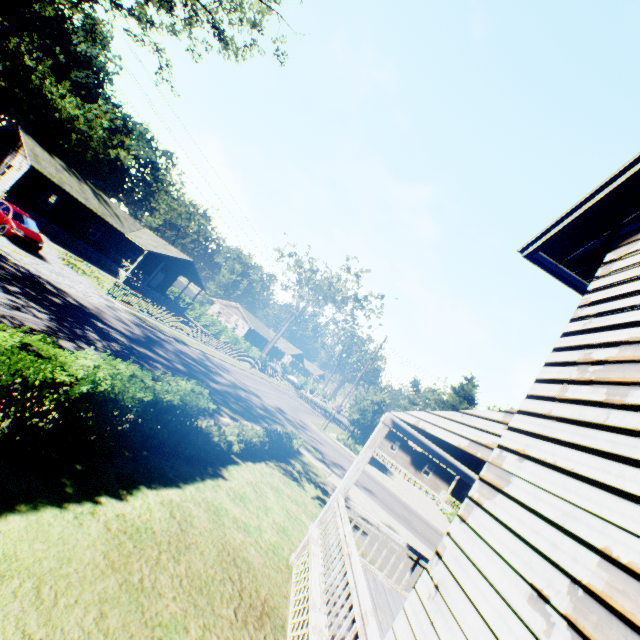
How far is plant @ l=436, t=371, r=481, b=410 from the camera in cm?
5381

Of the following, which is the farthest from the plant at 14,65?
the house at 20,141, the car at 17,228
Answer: the car at 17,228

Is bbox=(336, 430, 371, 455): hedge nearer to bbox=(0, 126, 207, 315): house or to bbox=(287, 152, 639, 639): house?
bbox=(287, 152, 639, 639): house

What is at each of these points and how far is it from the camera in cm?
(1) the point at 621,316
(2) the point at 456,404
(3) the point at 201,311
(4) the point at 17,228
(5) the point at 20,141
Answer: (1) house, 339
(2) plant, 5419
(3) hedge, 5062
(4) car, 1858
(5) house, 3000

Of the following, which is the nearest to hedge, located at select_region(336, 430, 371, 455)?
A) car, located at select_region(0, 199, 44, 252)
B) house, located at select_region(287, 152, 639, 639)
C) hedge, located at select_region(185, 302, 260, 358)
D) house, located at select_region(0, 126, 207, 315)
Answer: hedge, located at select_region(185, 302, 260, 358)

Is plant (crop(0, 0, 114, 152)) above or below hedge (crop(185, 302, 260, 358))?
above

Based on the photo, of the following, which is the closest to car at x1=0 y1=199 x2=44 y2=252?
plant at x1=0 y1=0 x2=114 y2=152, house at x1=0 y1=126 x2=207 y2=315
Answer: house at x1=0 y1=126 x2=207 y2=315

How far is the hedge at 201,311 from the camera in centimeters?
4631cm
